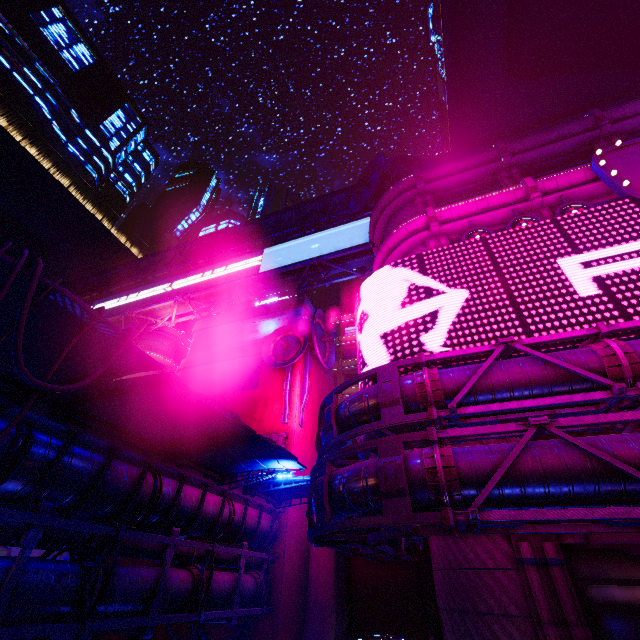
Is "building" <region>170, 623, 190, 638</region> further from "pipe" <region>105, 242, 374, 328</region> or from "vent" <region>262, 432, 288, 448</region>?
"pipe" <region>105, 242, 374, 328</region>

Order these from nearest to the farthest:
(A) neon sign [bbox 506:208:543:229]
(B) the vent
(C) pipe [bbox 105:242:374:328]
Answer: (A) neon sign [bbox 506:208:543:229] < (B) the vent < (C) pipe [bbox 105:242:374:328]

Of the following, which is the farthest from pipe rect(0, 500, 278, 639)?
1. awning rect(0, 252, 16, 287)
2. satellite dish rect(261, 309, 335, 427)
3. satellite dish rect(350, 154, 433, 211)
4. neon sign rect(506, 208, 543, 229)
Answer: satellite dish rect(350, 154, 433, 211)

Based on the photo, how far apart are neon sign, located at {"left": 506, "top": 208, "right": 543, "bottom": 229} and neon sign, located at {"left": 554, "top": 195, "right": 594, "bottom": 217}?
0.59m

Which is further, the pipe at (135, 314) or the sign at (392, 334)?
the pipe at (135, 314)

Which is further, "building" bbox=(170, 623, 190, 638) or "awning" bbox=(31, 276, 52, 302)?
"building" bbox=(170, 623, 190, 638)

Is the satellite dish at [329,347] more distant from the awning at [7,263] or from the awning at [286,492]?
the awning at [7,263]

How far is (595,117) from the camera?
18.2m
